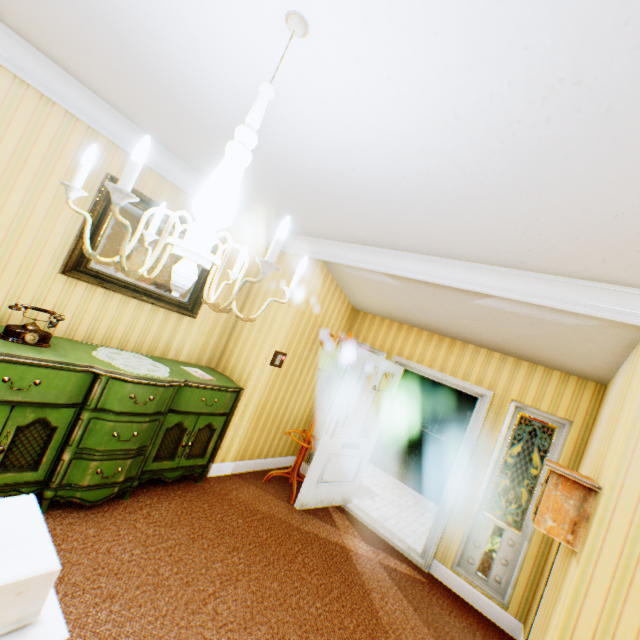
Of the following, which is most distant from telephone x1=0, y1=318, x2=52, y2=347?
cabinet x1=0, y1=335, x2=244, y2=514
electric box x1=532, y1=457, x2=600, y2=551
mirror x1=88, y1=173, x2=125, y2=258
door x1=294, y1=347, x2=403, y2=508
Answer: electric box x1=532, y1=457, x2=600, y2=551

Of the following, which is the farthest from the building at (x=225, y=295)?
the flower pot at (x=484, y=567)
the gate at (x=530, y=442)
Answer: the gate at (x=530, y=442)

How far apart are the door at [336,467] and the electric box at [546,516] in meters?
2.0 m

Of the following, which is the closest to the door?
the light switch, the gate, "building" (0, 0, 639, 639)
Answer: "building" (0, 0, 639, 639)

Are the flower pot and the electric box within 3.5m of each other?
yes

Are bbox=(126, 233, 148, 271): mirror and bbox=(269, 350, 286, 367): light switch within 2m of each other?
yes

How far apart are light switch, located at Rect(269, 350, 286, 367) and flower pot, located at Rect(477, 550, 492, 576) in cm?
342

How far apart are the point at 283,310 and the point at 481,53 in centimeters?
331cm
